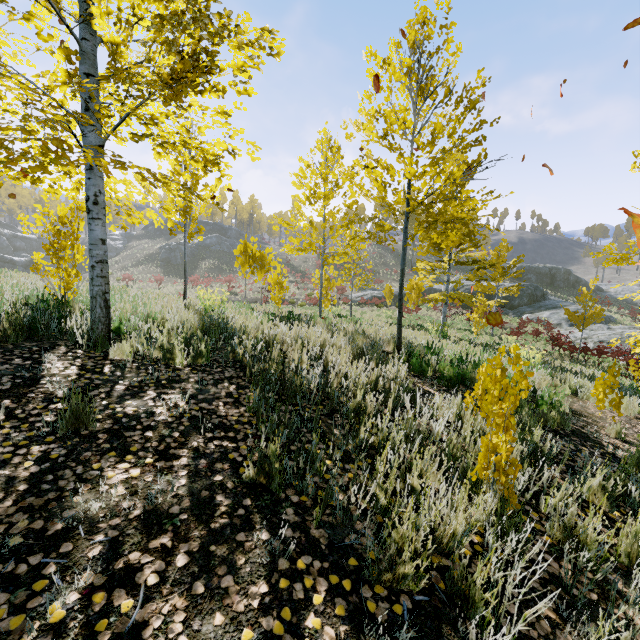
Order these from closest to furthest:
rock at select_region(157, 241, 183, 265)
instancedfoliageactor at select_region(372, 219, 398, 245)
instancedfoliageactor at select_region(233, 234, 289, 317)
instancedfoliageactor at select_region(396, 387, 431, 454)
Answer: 1. instancedfoliageactor at select_region(396, 387, 431, 454)
2. instancedfoliageactor at select_region(372, 219, 398, 245)
3. instancedfoliageactor at select_region(233, 234, 289, 317)
4. rock at select_region(157, 241, 183, 265)

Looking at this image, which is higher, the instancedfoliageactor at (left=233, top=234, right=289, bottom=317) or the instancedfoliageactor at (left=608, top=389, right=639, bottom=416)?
the instancedfoliageactor at (left=233, top=234, right=289, bottom=317)

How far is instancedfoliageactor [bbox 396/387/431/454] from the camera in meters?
2.9 m

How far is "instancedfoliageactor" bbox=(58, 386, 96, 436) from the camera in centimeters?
248cm

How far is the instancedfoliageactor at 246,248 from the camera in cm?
1018

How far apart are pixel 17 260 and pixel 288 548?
54.9m

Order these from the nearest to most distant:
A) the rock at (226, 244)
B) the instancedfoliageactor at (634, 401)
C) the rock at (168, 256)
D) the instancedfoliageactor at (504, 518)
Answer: the instancedfoliageactor at (504, 518) → the instancedfoliageactor at (634, 401) → the rock at (168, 256) → the rock at (226, 244)
